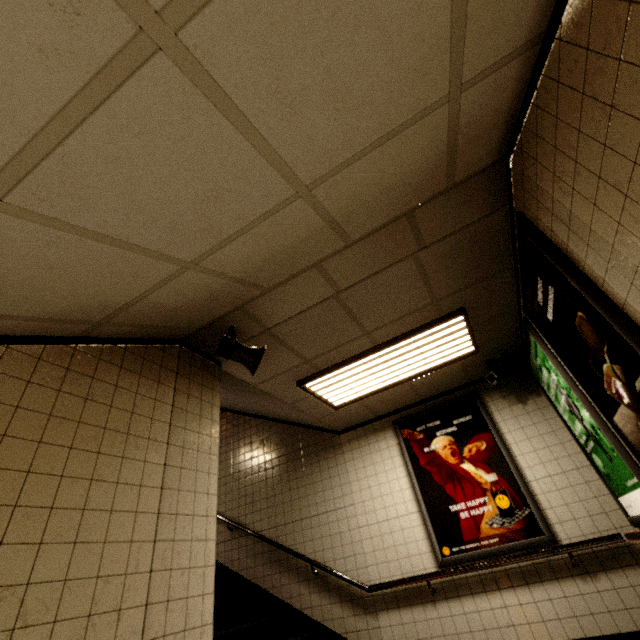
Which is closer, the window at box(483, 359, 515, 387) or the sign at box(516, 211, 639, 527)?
the sign at box(516, 211, 639, 527)

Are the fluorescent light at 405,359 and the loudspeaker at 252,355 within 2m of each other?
yes

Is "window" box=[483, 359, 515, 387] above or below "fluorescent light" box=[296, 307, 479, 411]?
below

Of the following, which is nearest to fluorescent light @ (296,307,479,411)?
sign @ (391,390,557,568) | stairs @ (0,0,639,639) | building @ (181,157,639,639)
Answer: building @ (181,157,639,639)

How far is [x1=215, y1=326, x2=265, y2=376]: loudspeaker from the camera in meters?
2.7

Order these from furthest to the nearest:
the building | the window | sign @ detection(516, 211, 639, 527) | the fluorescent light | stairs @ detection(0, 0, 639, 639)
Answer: the window < the fluorescent light < the building < sign @ detection(516, 211, 639, 527) < stairs @ detection(0, 0, 639, 639)

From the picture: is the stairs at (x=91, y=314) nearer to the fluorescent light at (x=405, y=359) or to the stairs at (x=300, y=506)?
the stairs at (x=300, y=506)

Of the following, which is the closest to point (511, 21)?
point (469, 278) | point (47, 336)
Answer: point (469, 278)
